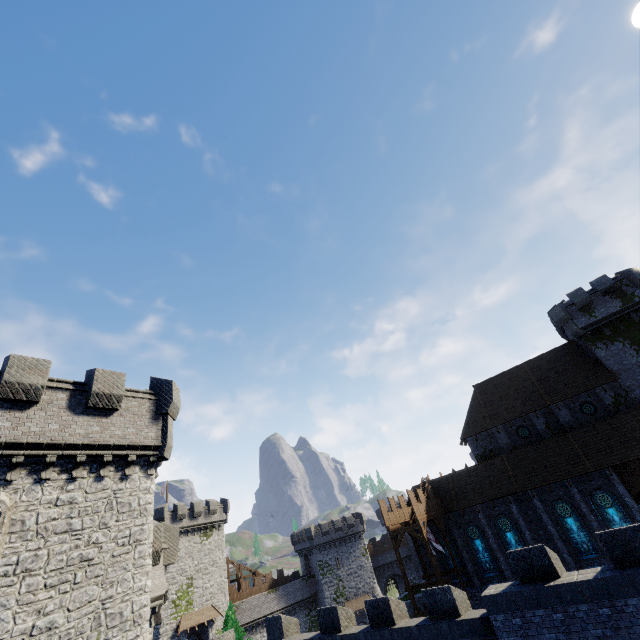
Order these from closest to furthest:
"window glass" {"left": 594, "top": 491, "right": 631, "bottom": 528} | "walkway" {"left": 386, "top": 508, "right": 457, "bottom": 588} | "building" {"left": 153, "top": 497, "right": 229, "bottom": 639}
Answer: "window glass" {"left": 594, "top": 491, "right": 631, "bottom": 528} < "walkway" {"left": 386, "top": 508, "right": 457, "bottom": 588} < "building" {"left": 153, "top": 497, "right": 229, "bottom": 639}

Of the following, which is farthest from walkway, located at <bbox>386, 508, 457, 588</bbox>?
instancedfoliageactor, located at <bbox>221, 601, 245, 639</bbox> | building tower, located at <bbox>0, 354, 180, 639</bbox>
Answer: building tower, located at <bbox>0, 354, 180, 639</bbox>

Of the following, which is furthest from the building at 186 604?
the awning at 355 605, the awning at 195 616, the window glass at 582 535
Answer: the window glass at 582 535

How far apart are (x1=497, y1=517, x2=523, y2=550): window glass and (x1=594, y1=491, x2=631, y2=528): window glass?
6.5m

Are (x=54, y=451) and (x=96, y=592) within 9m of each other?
yes

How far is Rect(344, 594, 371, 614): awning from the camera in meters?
50.9

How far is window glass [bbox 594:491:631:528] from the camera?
24.5m

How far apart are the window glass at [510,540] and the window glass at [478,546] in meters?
1.5
